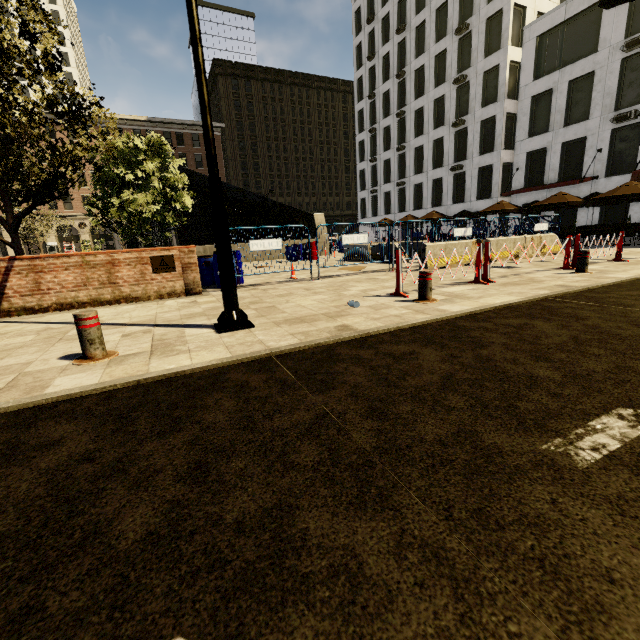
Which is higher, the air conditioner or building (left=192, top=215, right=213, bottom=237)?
the air conditioner

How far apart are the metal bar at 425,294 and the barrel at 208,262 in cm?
546

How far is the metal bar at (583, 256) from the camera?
7.6 meters

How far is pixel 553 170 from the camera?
24.6m

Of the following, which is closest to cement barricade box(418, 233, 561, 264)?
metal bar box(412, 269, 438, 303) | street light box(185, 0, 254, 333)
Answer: metal bar box(412, 269, 438, 303)

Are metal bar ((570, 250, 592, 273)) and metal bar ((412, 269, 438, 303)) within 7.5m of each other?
yes

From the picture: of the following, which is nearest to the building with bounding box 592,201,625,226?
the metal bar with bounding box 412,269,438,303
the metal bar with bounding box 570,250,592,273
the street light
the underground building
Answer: the underground building

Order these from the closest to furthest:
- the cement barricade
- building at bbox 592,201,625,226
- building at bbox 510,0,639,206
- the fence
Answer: the fence, the cement barricade, building at bbox 510,0,639,206, building at bbox 592,201,625,226
